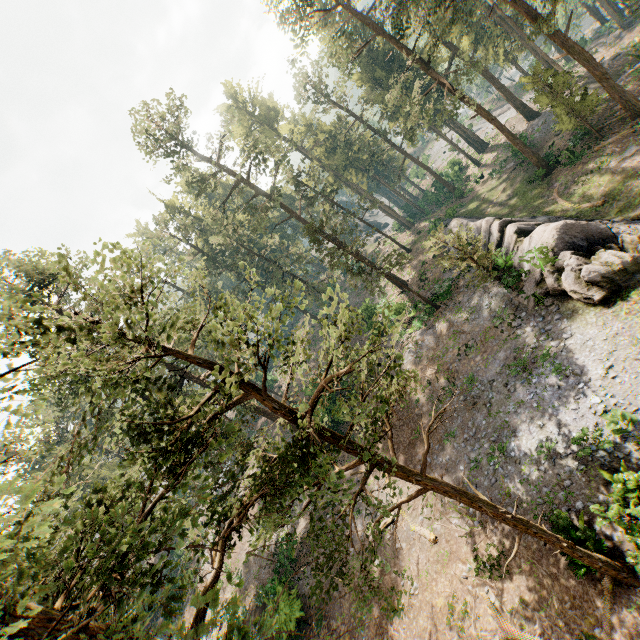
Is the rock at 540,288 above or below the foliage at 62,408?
below

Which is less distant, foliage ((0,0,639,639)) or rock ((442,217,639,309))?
foliage ((0,0,639,639))

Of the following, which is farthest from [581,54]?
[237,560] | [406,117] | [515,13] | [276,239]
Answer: [237,560]

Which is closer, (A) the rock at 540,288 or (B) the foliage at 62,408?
(B) the foliage at 62,408

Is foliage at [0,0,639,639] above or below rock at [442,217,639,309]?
above
